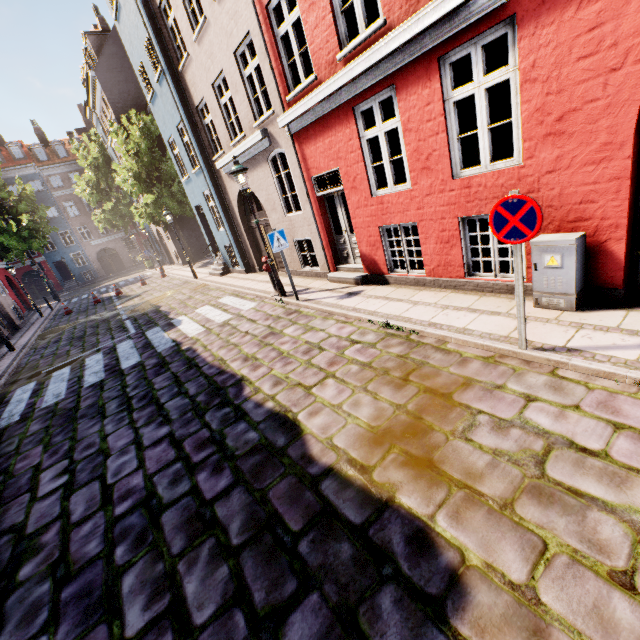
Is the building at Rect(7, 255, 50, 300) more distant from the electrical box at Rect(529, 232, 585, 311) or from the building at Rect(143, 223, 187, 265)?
the electrical box at Rect(529, 232, 585, 311)

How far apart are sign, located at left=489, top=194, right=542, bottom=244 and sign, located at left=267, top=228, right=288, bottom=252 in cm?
536

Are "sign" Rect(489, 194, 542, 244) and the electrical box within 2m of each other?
yes

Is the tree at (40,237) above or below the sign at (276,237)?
above

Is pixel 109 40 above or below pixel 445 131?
above

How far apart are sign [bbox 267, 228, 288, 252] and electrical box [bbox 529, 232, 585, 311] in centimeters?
537cm

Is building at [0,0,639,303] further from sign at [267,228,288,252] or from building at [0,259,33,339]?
building at [0,259,33,339]

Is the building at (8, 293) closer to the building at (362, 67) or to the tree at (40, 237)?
the tree at (40, 237)
